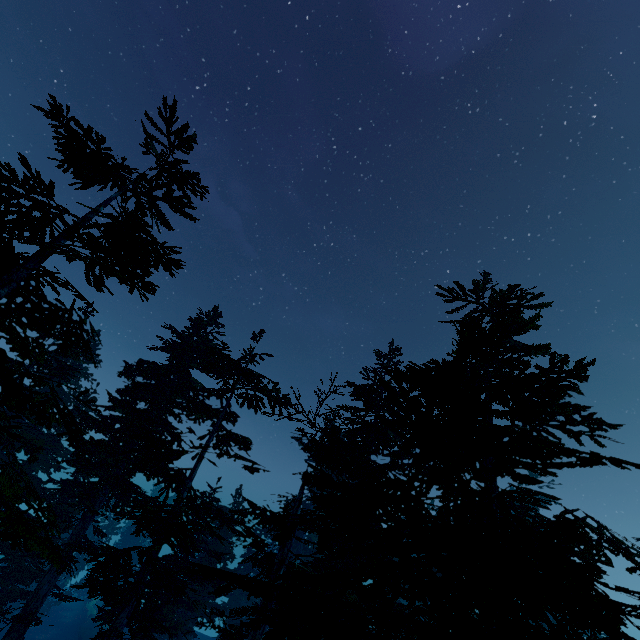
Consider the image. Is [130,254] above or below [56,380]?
above
